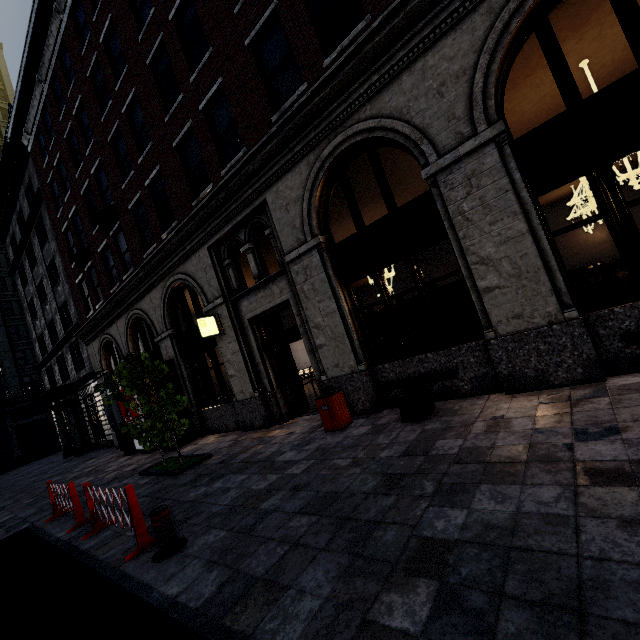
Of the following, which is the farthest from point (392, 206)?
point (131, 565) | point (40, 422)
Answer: point (40, 422)

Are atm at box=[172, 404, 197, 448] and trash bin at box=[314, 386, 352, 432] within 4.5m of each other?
no

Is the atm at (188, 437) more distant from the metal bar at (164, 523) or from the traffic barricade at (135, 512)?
the metal bar at (164, 523)

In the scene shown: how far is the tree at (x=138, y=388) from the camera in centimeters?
803cm

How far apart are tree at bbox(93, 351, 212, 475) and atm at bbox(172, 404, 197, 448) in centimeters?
244cm

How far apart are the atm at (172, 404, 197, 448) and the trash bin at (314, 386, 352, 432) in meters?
7.1 m

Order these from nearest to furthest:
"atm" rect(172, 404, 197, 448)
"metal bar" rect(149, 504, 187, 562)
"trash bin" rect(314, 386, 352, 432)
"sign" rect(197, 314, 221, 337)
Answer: "metal bar" rect(149, 504, 187, 562), "trash bin" rect(314, 386, 352, 432), "sign" rect(197, 314, 221, 337), "atm" rect(172, 404, 197, 448)

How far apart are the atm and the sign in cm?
346
